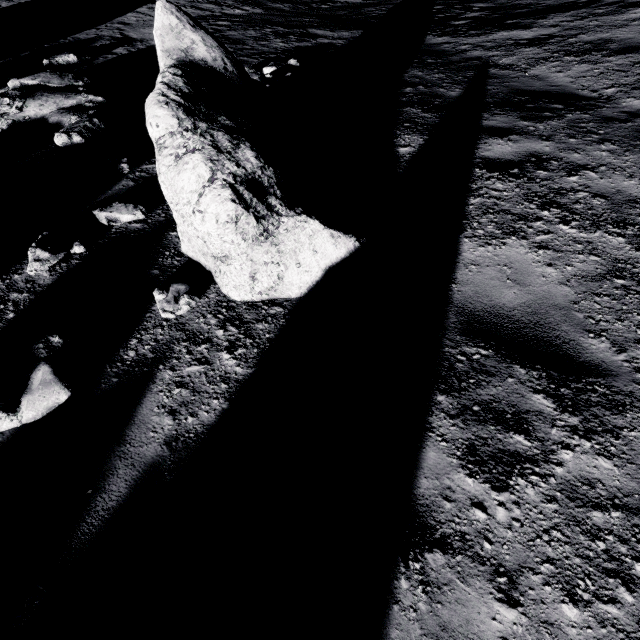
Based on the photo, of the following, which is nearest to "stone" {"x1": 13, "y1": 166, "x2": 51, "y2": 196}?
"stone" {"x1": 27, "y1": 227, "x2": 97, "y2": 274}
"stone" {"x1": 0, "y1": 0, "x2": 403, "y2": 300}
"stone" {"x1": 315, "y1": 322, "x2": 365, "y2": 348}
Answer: "stone" {"x1": 27, "y1": 227, "x2": 97, "y2": 274}

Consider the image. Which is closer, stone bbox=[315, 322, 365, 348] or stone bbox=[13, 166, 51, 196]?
stone bbox=[315, 322, 365, 348]

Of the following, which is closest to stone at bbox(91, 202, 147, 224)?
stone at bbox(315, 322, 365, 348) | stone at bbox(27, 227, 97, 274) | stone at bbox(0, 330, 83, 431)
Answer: stone at bbox(27, 227, 97, 274)

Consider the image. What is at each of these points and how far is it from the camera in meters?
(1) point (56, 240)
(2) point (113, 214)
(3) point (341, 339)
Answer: (1) stone, 4.1 m
(2) stone, 4.4 m
(3) stone, 3.2 m

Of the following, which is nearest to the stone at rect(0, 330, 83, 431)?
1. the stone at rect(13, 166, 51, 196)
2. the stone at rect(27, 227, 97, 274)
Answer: the stone at rect(27, 227, 97, 274)

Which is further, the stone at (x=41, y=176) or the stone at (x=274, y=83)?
the stone at (x=41, y=176)

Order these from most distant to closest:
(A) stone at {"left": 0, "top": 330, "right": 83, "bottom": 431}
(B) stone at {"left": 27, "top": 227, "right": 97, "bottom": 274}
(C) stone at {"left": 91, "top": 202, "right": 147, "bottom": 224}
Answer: (C) stone at {"left": 91, "top": 202, "right": 147, "bottom": 224}, (B) stone at {"left": 27, "top": 227, "right": 97, "bottom": 274}, (A) stone at {"left": 0, "top": 330, "right": 83, "bottom": 431}

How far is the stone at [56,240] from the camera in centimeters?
390cm
